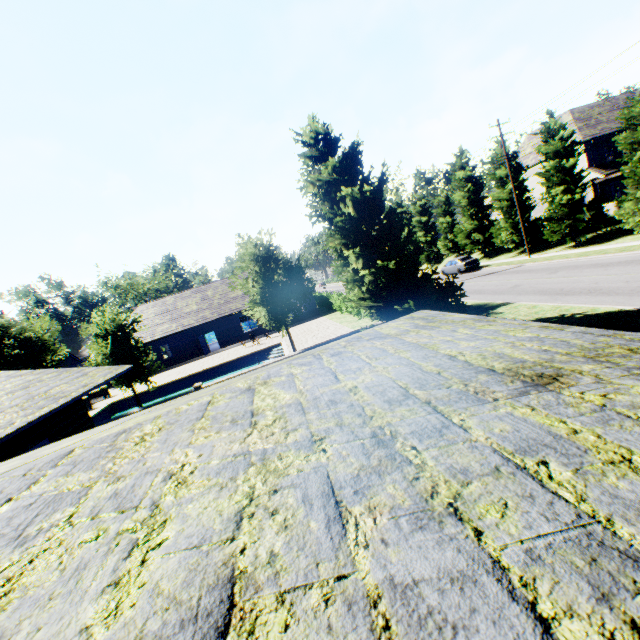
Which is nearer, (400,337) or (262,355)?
(400,337)

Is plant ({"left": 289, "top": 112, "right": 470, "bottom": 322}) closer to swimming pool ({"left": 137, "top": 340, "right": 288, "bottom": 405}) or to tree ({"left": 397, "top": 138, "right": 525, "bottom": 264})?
tree ({"left": 397, "top": 138, "right": 525, "bottom": 264})

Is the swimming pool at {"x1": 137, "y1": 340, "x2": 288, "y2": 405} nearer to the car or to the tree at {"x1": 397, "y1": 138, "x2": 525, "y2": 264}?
the tree at {"x1": 397, "y1": 138, "x2": 525, "y2": 264}

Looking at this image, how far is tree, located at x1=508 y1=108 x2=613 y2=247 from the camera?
24.48m

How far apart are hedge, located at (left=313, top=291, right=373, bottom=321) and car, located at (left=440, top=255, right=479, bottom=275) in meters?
11.2 m

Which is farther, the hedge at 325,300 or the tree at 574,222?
the hedge at 325,300

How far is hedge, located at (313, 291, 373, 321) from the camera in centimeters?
2594cm

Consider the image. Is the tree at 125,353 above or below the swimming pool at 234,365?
above
